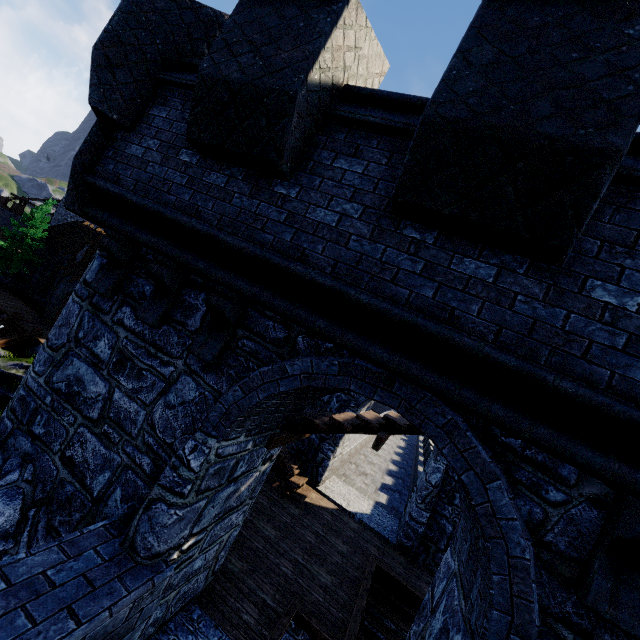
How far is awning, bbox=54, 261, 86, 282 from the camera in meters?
26.9 m

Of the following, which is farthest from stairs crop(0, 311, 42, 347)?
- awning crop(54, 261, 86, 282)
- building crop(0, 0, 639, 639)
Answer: building crop(0, 0, 639, 639)

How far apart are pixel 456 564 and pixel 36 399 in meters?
5.9 m

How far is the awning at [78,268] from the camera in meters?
26.9 m

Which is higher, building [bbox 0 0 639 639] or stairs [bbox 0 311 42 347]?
building [bbox 0 0 639 639]

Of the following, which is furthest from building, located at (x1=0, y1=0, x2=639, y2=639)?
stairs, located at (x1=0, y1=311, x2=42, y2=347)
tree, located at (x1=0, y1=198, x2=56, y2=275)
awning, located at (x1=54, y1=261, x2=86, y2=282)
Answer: tree, located at (x1=0, y1=198, x2=56, y2=275)

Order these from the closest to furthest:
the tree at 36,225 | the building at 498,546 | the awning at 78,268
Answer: the building at 498,546 → the awning at 78,268 → the tree at 36,225

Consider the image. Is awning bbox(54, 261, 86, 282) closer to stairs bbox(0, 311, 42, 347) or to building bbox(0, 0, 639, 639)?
stairs bbox(0, 311, 42, 347)
